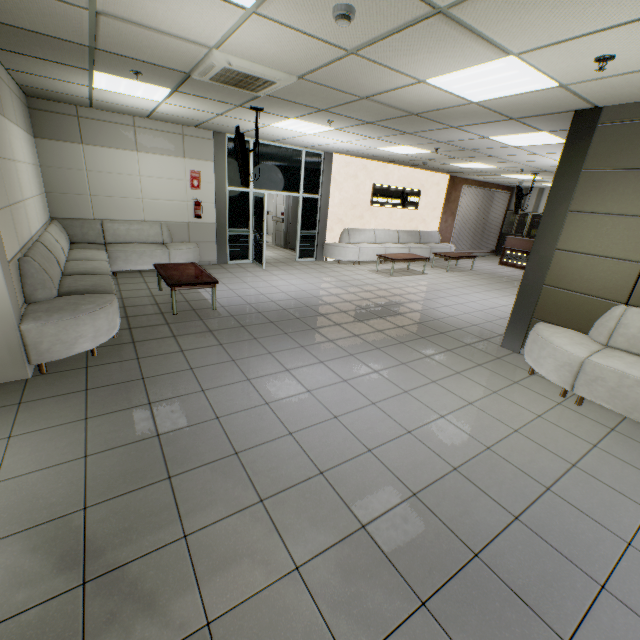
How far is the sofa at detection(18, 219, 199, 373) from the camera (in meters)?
3.34

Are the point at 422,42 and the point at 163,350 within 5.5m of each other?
yes

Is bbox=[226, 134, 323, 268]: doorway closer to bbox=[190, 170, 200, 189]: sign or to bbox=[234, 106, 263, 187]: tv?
bbox=[190, 170, 200, 189]: sign

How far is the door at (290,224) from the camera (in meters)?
12.10

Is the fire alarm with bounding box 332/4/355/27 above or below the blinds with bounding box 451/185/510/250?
above

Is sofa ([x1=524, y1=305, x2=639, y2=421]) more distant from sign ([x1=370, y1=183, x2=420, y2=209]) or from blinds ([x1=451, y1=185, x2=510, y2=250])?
blinds ([x1=451, y1=185, x2=510, y2=250])

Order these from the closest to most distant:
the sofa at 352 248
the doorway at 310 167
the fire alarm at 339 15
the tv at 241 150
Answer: the fire alarm at 339 15 → the tv at 241 150 → the doorway at 310 167 → the sofa at 352 248

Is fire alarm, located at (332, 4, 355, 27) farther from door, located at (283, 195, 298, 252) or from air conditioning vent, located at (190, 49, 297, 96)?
door, located at (283, 195, 298, 252)
